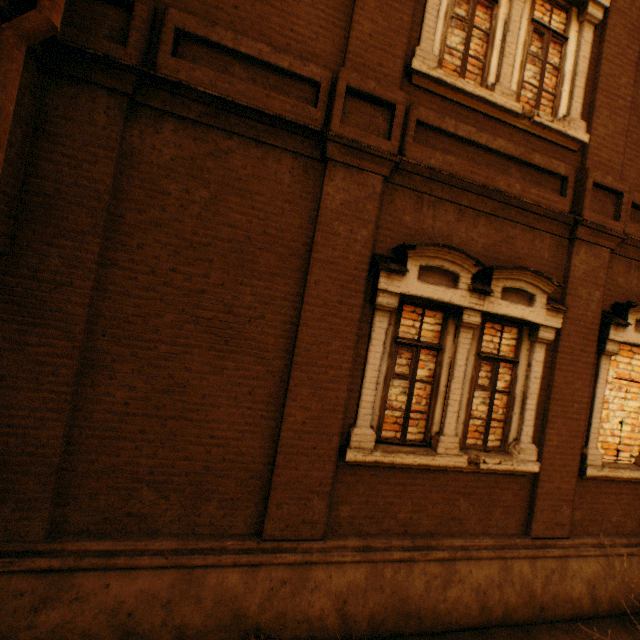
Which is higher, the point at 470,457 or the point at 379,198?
the point at 379,198
